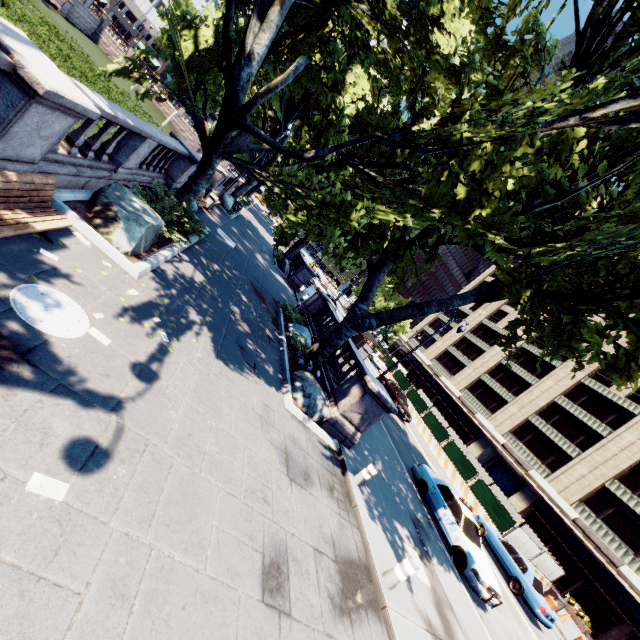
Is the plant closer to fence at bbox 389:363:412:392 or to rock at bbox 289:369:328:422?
rock at bbox 289:369:328:422

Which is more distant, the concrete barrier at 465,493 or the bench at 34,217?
the concrete barrier at 465,493

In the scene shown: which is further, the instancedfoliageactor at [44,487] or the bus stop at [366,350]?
the bus stop at [366,350]

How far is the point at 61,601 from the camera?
2.7 meters

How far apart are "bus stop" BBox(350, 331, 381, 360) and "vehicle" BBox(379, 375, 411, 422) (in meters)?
5.43

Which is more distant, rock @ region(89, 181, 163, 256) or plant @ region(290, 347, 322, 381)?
plant @ region(290, 347, 322, 381)

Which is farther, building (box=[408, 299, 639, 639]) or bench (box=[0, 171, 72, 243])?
building (box=[408, 299, 639, 639])

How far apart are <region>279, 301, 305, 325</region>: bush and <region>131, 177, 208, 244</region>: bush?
7.6m
